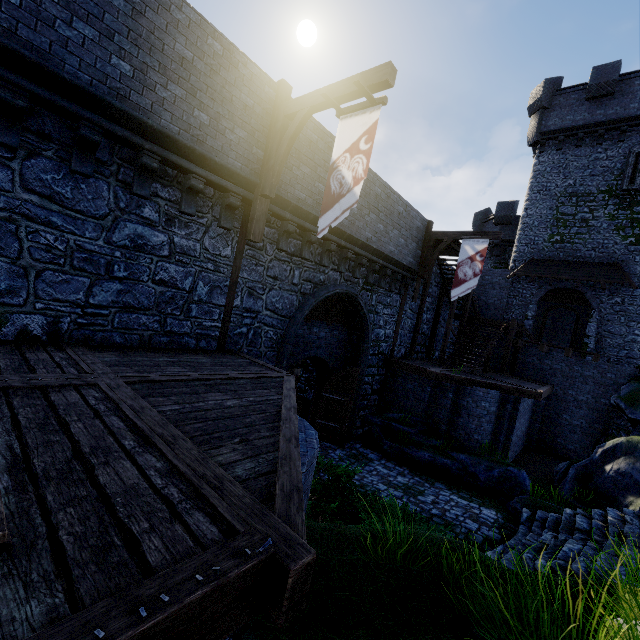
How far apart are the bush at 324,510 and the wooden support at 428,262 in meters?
10.3 m

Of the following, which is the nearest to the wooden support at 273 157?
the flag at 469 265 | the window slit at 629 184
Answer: the flag at 469 265

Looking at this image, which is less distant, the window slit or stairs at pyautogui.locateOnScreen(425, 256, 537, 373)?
stairs at pyautogui.locateOnScreen(425, 256, 537, 373)

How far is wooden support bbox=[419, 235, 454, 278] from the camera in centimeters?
1496cm

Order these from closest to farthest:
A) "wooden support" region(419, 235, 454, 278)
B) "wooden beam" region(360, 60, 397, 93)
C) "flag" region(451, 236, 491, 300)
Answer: "wooden beam" region(360, 60, 397, 93), "flag" region(451, 236, 491, 300), "wooden support" region(419, 235, 454, 278)

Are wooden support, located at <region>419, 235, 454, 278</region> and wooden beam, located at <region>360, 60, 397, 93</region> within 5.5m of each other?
no

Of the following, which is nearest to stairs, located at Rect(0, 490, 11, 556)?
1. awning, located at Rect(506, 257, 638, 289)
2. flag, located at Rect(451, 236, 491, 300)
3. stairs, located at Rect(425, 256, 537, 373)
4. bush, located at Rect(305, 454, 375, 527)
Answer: bush, located at Rect(305, 454, 375, 527)

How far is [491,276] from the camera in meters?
22.8 m
